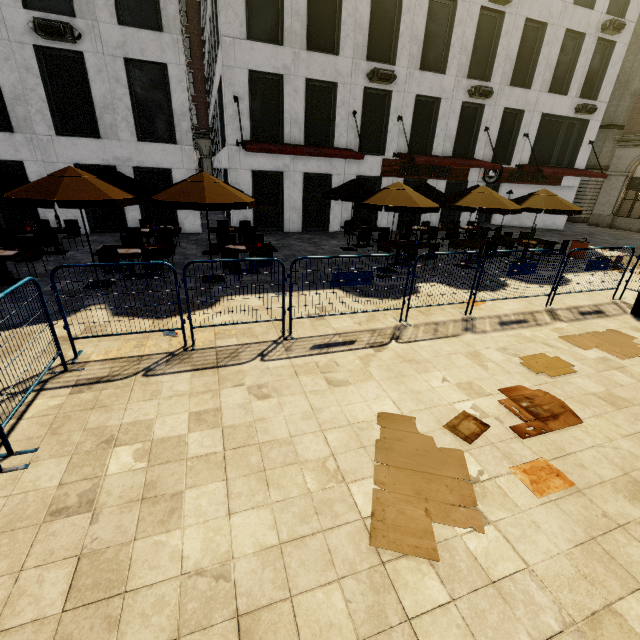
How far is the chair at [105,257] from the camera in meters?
8.1 m

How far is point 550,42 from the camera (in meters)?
17.89

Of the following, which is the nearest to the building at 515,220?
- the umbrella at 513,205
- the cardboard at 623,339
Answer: the umbrella at 513,205

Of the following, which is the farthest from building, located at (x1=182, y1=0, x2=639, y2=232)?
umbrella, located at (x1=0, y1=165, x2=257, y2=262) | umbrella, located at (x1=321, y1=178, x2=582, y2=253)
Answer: umbrella, located at (x1=0, y1=165, x2=257, y2=262)

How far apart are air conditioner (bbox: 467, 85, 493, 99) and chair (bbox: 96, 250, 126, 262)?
19.1m

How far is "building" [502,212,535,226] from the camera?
24.3 meters

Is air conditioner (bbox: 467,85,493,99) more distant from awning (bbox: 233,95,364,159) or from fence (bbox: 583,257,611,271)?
fence (bbox: 583,257,611,271)

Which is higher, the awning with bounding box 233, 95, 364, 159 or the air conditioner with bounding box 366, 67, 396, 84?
the air conditioner with bounding box 366, 67, 396, 84
